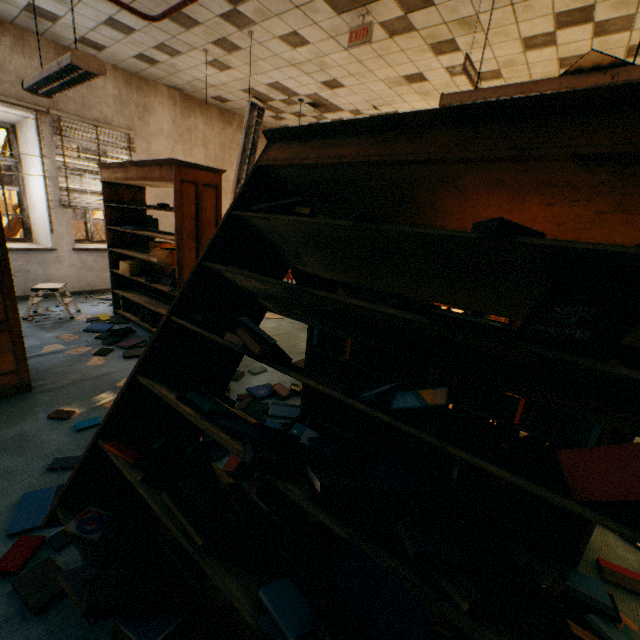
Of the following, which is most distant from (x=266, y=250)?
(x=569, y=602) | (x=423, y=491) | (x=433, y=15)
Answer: (x=433, y=15)

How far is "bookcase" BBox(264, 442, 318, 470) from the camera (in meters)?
1.26

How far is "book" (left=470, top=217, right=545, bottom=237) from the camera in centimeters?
95cm

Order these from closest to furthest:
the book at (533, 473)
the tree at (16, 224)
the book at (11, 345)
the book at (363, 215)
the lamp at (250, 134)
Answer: the book at (533, 473)
the book at (363, 215)
the book at (11, 345)
the lamp at (250, 134)
the tree at (16, 224)

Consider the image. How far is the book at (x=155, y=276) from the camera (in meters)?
3.63

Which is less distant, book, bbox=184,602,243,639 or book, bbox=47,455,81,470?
book, bbox=184,602,243,639

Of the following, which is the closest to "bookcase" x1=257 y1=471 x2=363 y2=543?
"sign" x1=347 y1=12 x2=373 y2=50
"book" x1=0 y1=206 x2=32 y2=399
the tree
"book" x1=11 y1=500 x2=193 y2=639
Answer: "book" x1=11 y1=500 x2=193 y2=639

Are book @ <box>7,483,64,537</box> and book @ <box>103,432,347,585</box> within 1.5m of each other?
yes
